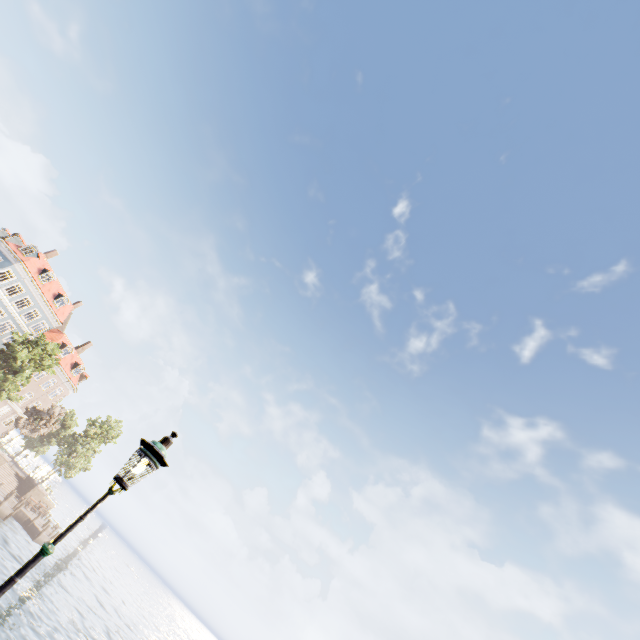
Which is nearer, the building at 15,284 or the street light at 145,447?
the street light at 145,447

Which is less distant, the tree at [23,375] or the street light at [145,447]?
the street light at [145,447]

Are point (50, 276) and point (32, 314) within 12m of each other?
yes

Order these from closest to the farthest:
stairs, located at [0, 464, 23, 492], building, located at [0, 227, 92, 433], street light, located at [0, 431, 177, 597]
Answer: street light, located at [0, 431, 177, 597]
stairs, located at [0, 464, 23, 492]
building, located at [0, 227, 92, 433]

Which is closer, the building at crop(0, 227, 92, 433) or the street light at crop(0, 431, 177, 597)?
the street light at crop(0, 431, 177, 597)

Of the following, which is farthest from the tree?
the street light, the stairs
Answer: the street light

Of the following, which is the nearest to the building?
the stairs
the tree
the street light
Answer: the tree

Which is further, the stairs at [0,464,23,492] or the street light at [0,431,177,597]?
the stairs at [0,464,23,492]
